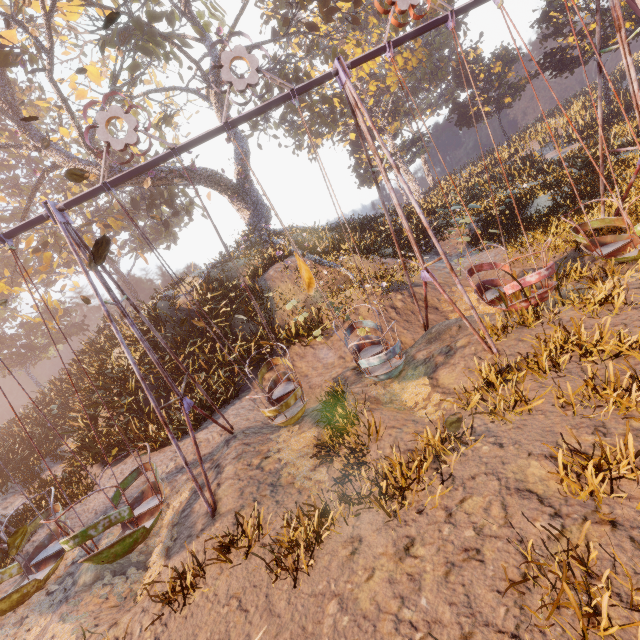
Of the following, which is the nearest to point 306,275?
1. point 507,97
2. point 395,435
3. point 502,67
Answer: point 395,435

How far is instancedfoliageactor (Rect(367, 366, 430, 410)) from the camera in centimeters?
669cm

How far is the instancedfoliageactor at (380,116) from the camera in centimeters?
2280cm

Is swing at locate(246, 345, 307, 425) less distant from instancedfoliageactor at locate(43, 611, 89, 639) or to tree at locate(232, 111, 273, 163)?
instancedfoliageactor at locate(43, 611, 89, 639)

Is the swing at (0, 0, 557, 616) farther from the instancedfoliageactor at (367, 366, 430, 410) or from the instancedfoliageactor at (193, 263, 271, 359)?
the instancedfoliageactor at (193, 263, 271, 359)

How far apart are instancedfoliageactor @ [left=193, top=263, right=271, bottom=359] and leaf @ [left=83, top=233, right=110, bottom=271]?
7.52m

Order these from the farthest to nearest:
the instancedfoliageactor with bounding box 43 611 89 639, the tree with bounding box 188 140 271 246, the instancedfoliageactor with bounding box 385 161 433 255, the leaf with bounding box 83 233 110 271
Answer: the tree with bounding box 188 140 271 246 < the instancedfoliageactor with bounding box 385 161 433 255 < the instancedfoliageactor with bounding box 43 611 89 639 < the leaf with bounding box 83 233 110 271

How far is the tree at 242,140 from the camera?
20.5m
